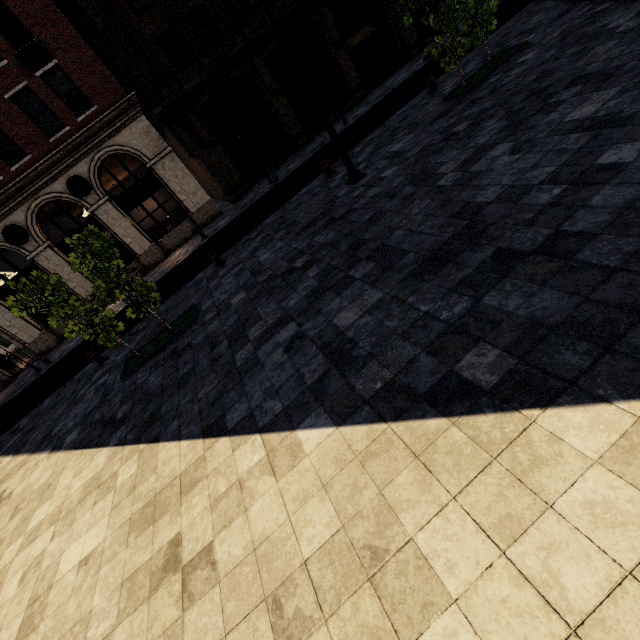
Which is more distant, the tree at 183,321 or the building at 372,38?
the building at 372,38

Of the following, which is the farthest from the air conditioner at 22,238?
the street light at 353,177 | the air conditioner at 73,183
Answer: the street light at 353,177

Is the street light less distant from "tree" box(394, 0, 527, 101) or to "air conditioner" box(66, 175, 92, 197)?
"tree" box(394, 0, 527, 101)

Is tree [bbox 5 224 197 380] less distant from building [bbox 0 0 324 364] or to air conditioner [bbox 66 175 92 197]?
building [bbox 0 0 324 364]

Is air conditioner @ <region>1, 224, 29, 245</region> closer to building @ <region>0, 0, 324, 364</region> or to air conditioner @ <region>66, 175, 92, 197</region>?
building @ <region>0, 0, 324, 364</region>

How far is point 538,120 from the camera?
5.7m

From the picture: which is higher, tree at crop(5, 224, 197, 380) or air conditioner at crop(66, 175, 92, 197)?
air conditioner at crop(66, 175, 92, 197)

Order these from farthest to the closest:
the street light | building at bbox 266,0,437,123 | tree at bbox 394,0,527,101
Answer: building at bbox 266,0,437,123
tree at bbox 394,0,527,101
the street light
